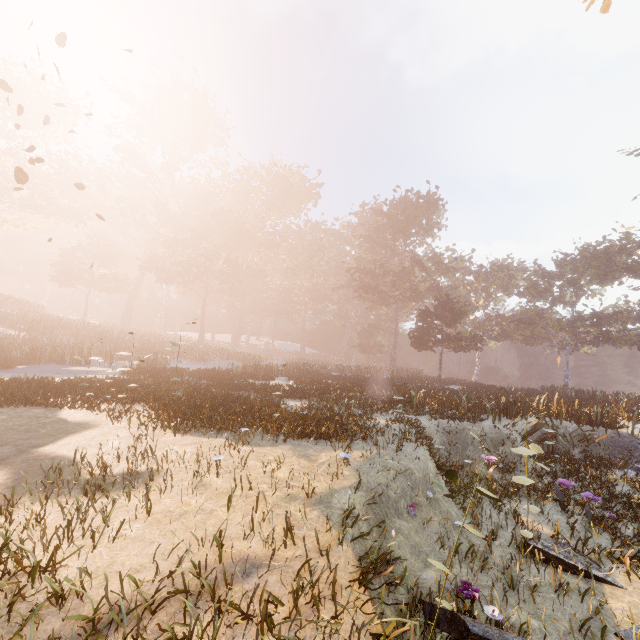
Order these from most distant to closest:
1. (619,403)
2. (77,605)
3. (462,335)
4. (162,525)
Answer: (462,335)
(619,403)
(162,525)
(77,605)
